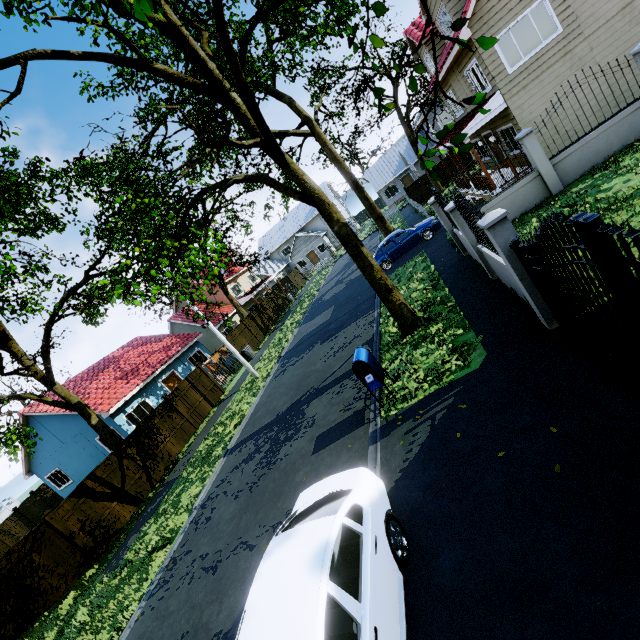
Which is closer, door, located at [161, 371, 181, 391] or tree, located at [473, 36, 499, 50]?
tree, located at [473, 36, 499, 50]

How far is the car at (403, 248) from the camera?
17.5m

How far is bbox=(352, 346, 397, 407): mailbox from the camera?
7.4m

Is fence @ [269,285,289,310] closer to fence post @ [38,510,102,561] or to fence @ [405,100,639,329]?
fence @ [405,100,639,329]

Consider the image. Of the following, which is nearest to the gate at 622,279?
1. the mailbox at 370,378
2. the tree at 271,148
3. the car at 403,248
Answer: the tree at 271,148

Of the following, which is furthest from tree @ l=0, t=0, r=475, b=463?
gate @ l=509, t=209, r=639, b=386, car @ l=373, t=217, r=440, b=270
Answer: car @ l=373, t=217, r=440, b=270

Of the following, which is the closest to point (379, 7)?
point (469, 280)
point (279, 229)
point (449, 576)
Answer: point (449, 576)

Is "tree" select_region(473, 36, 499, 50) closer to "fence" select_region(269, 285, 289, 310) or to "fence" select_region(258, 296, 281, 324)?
"fence" select_region(258, 296, 281, 324)
